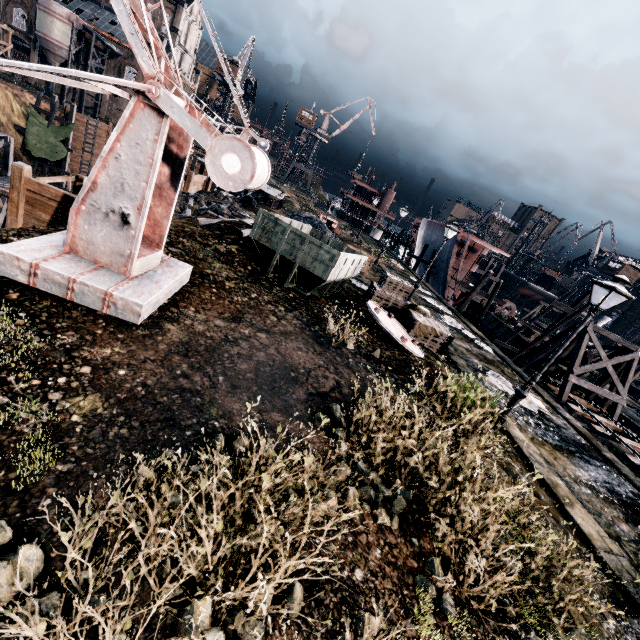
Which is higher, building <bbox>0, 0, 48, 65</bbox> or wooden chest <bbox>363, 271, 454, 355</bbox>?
building <bbox>0, 0, 48, 65</bbox>

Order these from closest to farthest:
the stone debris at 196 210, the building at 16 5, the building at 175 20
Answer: the stone debris at 196 210
the building at 16 5
the building at 175 20

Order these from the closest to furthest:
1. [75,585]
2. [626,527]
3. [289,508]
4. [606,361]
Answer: [75,585]
[289,508]
[626,527]
[606,361]

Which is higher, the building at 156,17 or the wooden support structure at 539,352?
the building at 156,17

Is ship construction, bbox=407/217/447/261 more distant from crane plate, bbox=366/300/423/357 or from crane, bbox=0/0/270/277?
crane, bbox=0/0/270/277

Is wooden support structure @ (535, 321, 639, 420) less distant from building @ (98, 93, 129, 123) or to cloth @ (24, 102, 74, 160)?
cloth @ (24, 102, 74, 160)

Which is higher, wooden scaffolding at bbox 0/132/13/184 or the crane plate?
the crane plate

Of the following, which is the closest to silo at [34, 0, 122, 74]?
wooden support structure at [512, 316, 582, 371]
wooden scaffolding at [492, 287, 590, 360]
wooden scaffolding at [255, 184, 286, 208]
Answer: wooden scaffolding at [255, 184, 286, 208]
